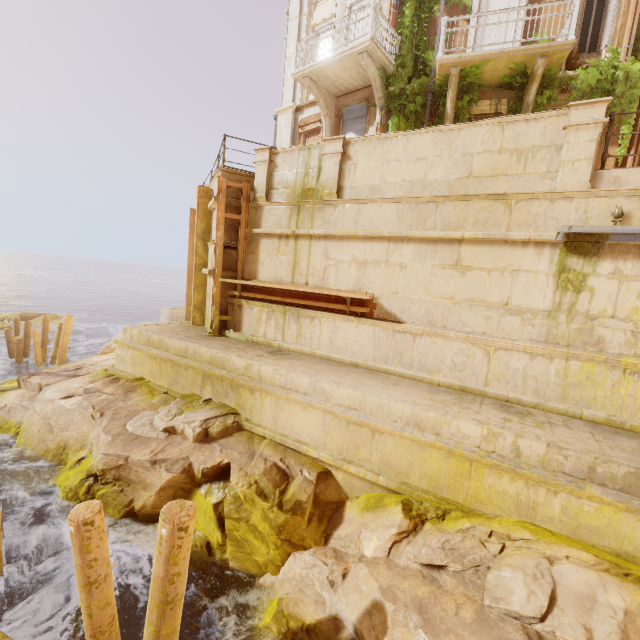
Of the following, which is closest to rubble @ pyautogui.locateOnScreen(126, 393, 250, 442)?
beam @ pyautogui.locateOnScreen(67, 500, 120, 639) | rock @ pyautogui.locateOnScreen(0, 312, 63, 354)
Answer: beam @ pyautogui.locateOnScreen(67, 500, 120, 639)

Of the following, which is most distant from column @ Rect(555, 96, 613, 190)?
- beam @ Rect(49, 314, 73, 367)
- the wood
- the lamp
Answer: beam @ Rect(49, 314, 73, 367)

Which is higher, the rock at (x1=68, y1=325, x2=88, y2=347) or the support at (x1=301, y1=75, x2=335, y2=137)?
the support at (x1=301, y1=75, x2=335, y2=137)

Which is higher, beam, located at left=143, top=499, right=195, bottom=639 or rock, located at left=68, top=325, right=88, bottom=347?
beam, located at left=143, top=499, right=195, bottom=639

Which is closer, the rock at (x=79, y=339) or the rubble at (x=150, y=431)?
the rubble at (x=150, y=431)

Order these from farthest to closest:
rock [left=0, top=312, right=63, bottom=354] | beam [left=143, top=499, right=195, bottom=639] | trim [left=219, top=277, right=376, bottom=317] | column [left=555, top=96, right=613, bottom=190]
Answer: rock [left=0, top=312, right=63, bottom=354], trim [left=219, top=277, right=376, bottom=317], column [left=555, top=96, right=613, bottom=190], beam [left=143, top=499, right=195, bottom=639]

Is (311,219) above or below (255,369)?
above

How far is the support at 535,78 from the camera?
9.1 meters
